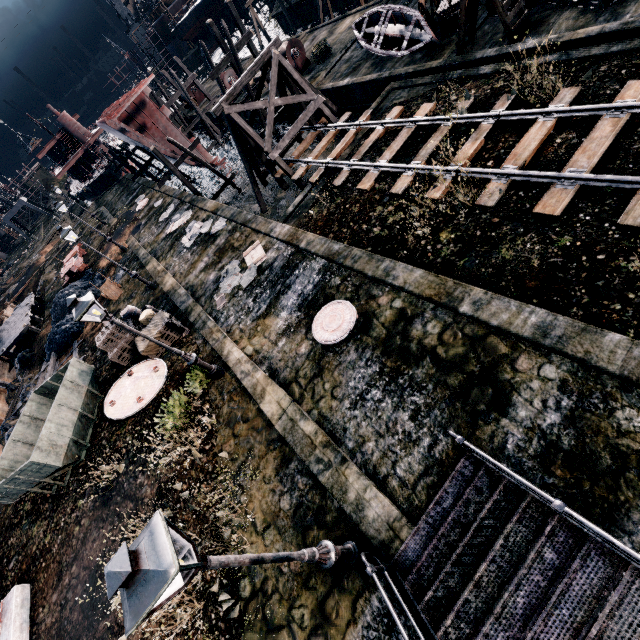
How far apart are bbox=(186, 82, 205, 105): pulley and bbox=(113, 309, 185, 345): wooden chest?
43.2m

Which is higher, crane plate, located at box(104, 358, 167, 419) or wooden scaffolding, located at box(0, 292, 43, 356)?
wooden scaffolding, located at box(0, 292, 43, 356)

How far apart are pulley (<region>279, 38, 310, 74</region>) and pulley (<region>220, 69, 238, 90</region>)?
10.1 meters

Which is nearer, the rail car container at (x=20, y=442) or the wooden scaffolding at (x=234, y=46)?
the rail car container at (x=20, y=442)

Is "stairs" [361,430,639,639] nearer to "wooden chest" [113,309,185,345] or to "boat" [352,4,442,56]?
"wooden chest" [113,309,185,345]

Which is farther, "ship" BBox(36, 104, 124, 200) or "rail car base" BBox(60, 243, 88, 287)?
"ship" BBox(36, 104, 124, 200)

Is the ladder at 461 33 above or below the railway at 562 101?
above

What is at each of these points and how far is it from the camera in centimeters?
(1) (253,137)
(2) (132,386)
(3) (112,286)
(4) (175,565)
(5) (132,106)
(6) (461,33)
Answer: (1) wooden support structure, 1889cm
(2) crane plate, 1523cm
(3) wheelbarrow, 2439cm
(4) street light, 337cm
(5) ship construction, 3050cm
(6) ladder, 1541cm
